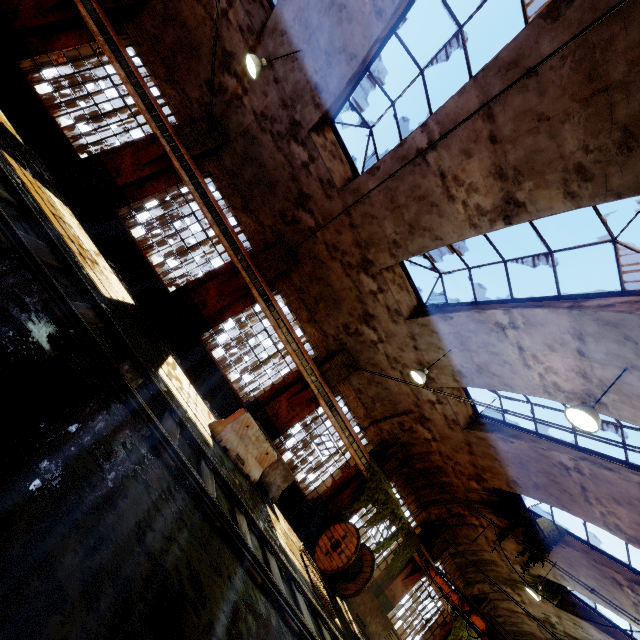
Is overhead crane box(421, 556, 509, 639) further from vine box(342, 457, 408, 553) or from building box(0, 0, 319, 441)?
vine box(342, 457, 408, 553)

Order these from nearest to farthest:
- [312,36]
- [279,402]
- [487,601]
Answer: [312,36] < [279,402] < [487,601]

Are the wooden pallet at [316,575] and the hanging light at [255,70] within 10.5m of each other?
no

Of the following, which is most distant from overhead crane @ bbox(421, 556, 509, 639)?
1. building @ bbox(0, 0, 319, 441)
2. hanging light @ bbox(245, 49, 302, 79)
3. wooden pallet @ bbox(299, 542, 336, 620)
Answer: hanging light @ bbox(245, 49, 302, 79)

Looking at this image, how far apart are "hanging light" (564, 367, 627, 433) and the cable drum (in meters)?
8.39

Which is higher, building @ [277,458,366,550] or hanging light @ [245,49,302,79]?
hanging light @ [245,49,302,79]

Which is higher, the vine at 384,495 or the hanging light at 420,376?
the hanging light at 420,376

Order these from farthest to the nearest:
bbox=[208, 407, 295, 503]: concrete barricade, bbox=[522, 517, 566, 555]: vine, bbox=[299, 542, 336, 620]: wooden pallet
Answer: bbox=[522, 517, 566, 555]: vine
bbox=[208, 407, 295, 503]: concrete barricade
bbox=[299, 542, 336, 620]: wooden pallet
